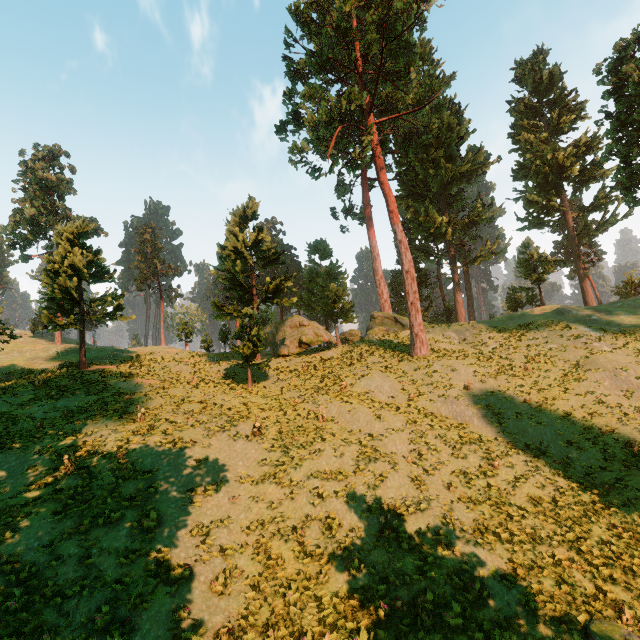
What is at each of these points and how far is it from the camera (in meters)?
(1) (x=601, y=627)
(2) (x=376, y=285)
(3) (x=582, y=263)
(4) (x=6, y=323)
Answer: (1) treerock, 9.02
(2) treerock, 46.66
(3) treerock, 43.53
(4) treerock, 25.17

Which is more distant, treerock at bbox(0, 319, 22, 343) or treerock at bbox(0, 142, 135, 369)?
treerock at bbox(0, 142, 135, 369)

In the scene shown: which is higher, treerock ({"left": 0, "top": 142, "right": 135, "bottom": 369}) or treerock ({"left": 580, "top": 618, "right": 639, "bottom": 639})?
treerock ({"left": 0, "top": 142, "right": 135, "bottom": 369})

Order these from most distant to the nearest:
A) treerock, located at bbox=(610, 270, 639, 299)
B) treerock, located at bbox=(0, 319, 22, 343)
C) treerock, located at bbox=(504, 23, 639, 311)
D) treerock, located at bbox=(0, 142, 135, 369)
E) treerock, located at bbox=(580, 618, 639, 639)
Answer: treerock, located at bbox=(610, 270, 639, 299) → treerock, located at bbox=(0, 142, 135, 369) → treerock, located at bbox=(504, 23, 639, 311) → treerock, located at bbox=(0, 319, 22, 343) → treerock, located at bbox=(580, 618, 639, 639)

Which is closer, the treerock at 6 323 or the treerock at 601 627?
the treerock at 601 627

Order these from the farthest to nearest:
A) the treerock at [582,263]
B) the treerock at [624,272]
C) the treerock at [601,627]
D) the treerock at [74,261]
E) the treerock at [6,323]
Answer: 1. the treerock at [624,272]
2. the treerock at [74,261]
3. the treerock at [582,263]
4. the treerock at [6,323]
5. the treerock at [601,627]
